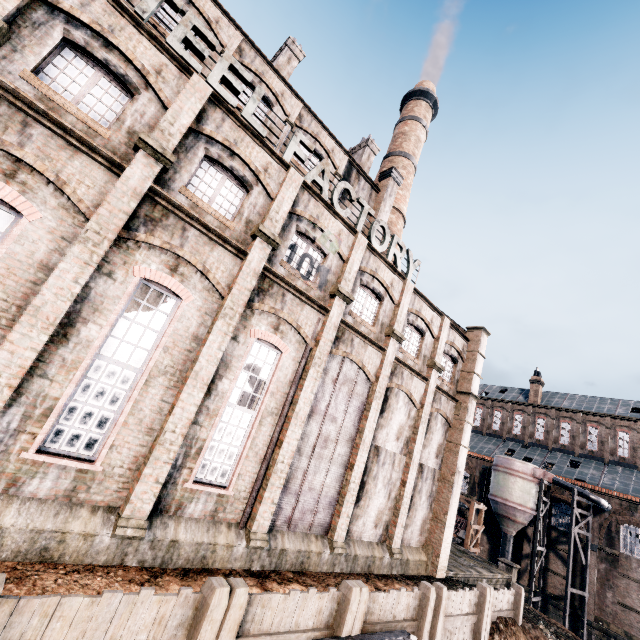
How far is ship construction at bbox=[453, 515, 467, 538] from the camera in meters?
43.9 m

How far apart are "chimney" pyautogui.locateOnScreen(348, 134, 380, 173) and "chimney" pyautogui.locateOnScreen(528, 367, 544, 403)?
43.5 meters

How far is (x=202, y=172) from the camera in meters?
11.8 m

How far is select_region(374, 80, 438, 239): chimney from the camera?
30.5m

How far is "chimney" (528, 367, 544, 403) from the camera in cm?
4963

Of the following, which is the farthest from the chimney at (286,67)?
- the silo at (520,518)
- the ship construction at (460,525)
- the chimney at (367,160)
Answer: the ship construction at (460,525)

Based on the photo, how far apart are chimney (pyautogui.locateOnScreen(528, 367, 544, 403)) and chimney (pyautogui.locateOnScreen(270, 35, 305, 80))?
52.74m

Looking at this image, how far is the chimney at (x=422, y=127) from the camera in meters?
30.5 m
